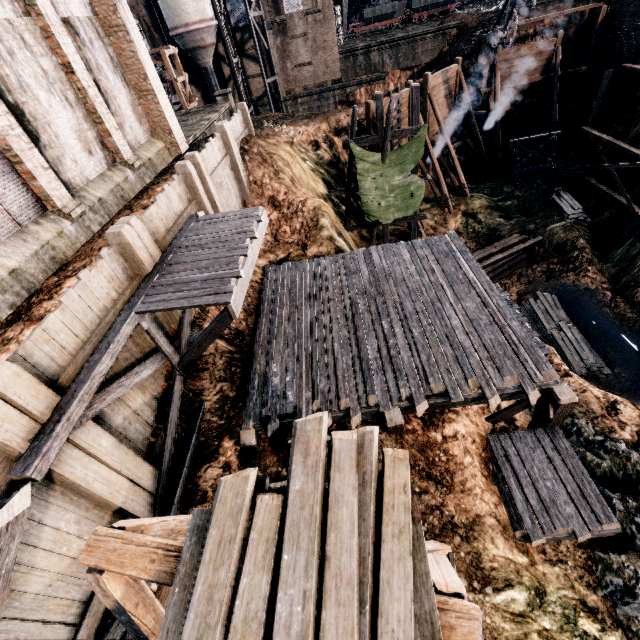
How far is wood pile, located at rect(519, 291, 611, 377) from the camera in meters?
18.0

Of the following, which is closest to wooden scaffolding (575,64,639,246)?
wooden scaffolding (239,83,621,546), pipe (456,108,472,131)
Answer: pipe (456,108,472,131)

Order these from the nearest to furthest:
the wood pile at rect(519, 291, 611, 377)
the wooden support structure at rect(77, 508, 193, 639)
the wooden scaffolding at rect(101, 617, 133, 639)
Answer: the wooden support structure at rect(77, 508, 193, 639), the wooden scaffolding at rect(101, 617, 133, 639), the wood pile at rect(519, 291, 611, 377)

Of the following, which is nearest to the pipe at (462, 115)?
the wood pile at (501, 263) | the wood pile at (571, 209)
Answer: the wood pile at (571, 209)

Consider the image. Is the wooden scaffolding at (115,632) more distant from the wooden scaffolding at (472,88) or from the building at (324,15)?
the wooden scaffolding at (472,88)

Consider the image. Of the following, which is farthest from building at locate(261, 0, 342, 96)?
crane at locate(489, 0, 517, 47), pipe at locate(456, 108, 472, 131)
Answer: pipe at locate(456, 108, 472, 131)

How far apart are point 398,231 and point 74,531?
24.94m

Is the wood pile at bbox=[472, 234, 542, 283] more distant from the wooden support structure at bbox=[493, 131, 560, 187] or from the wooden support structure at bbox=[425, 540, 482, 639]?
the wooden support structure at bbox=[425, 540, 482, 639]
